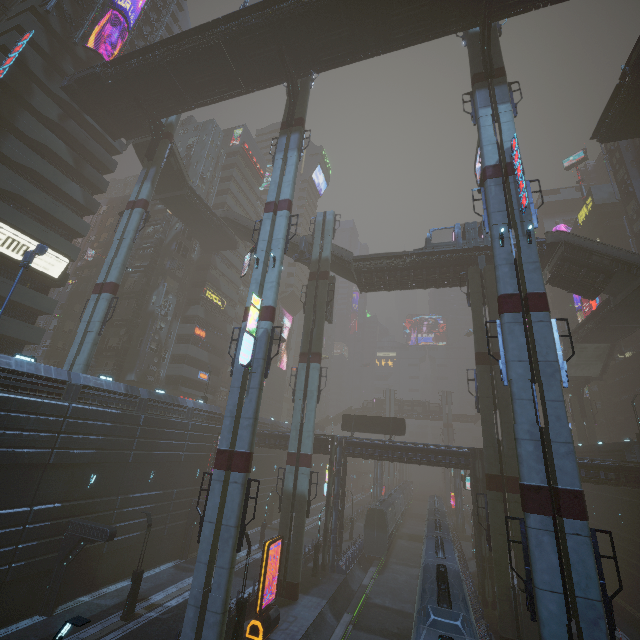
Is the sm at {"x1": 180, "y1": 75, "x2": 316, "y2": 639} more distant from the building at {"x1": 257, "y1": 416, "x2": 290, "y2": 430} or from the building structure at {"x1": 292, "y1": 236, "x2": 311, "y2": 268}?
the building at {"x1": 257, "y1": 416, "x2": 290, "y2": 430}

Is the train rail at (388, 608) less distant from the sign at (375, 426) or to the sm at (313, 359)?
the sm at (313, 359)

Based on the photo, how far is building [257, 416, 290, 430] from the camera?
45.94m

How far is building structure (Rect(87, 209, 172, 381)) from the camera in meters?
39.1

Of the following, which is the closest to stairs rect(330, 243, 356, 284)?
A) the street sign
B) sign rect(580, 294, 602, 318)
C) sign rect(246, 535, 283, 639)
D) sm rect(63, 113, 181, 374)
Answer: sm rect(63, 113, 181, 374)

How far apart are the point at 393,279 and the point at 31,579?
35.3m

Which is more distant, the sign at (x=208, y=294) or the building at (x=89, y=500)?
the sign at (x=208, y=294)

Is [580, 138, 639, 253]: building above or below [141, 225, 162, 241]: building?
above
